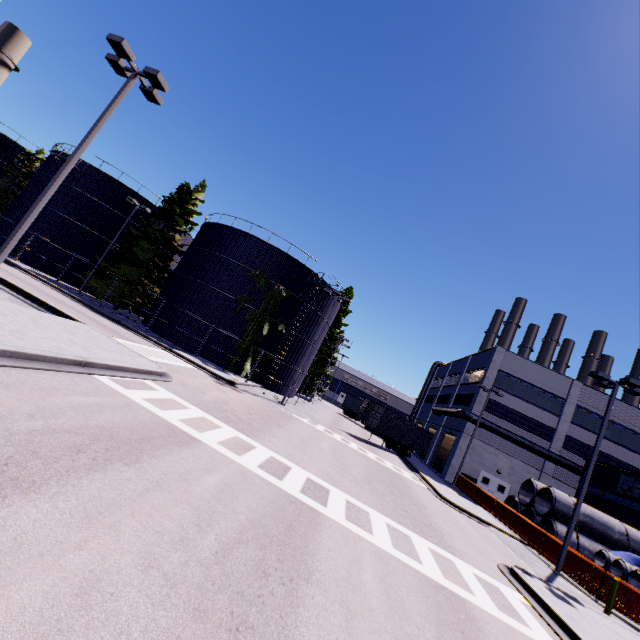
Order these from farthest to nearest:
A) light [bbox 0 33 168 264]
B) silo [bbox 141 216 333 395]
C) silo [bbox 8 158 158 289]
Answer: silo [bbox 8 158 158 289], silo [bbox 141 216 333 395], light [bbox 0 33 168 264]

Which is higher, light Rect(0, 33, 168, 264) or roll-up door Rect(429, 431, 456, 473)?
light Rect(0, 33, 168, 264)

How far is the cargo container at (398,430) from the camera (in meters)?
31.09

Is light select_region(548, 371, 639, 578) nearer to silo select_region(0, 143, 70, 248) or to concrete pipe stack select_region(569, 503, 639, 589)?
silo select_region(0, 143, 70, 248)

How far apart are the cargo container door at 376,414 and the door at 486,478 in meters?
11.9 m

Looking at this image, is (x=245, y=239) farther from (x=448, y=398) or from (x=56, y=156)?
(x=448, y=398)

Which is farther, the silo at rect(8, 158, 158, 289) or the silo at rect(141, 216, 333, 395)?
the silo at rect(8, 158, 158, 289)

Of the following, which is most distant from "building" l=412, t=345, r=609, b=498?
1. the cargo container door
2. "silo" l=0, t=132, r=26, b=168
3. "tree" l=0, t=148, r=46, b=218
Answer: the cargo container door
